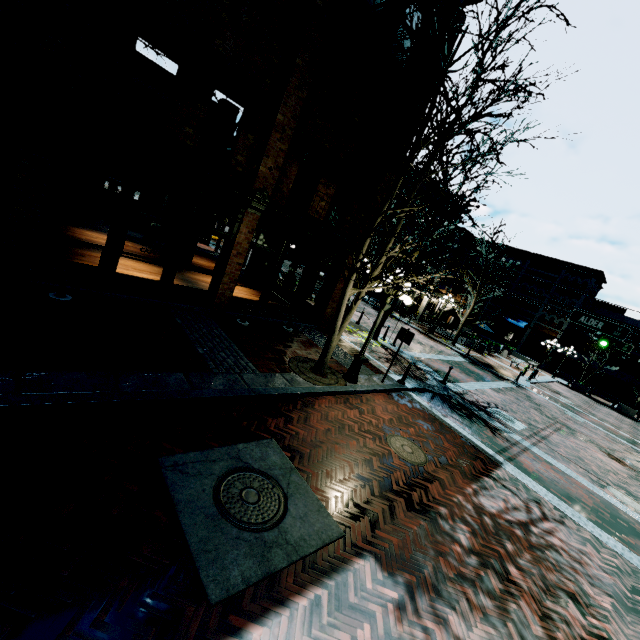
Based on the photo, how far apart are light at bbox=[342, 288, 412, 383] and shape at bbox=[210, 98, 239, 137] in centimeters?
877cm

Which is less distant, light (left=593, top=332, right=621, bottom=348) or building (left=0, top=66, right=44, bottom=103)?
building (left=0, top=66, right=44, bottom=103)

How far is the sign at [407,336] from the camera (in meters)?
10.30

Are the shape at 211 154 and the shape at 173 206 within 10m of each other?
yes

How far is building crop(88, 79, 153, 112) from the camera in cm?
702

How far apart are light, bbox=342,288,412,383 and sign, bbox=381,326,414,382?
1.19m

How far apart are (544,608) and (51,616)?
6.2 meters
